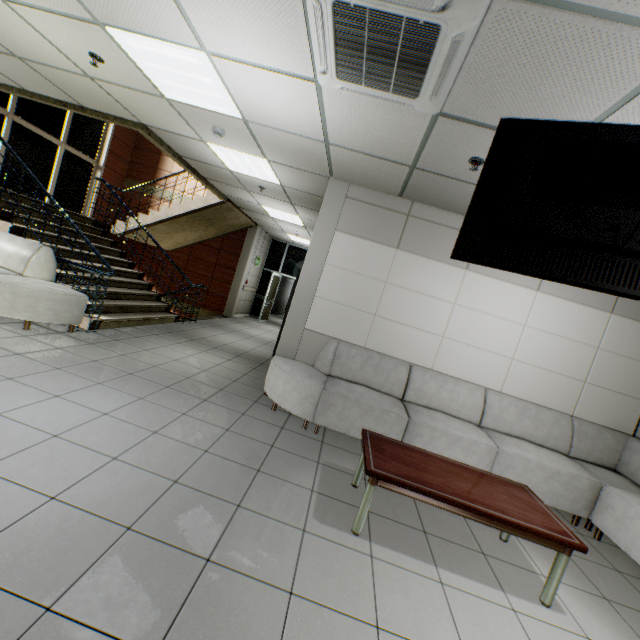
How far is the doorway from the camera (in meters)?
12.28

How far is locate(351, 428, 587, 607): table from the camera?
2.3 meters

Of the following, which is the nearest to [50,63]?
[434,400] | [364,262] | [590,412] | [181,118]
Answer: [181,118]

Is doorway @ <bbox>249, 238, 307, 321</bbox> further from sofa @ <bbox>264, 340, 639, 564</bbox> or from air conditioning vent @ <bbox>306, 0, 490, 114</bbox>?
air conditioning vent @ <bbox>306, 0, 490, 114</bbox>

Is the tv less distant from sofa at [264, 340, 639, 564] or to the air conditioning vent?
the air conditioning vent

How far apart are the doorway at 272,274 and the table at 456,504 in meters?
9.3

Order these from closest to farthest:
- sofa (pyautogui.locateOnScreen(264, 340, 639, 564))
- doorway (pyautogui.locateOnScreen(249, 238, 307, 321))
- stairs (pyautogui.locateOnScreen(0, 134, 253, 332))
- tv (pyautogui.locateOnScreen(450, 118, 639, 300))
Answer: tv (pyautogui.locateOnScreen(450, 118, 639, 300)) < sofa (pyautogui.locateOnScreen(264, 340, 639, 564)) < stairs (pyautogui.locateOnScreen(0, 134, 253, 332)) < doorway (pyautogui.locateOnScreen(249, 238, 307, 321))

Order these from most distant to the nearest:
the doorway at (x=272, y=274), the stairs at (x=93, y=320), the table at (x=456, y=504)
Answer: the doorway at (x=272, y=274) < the stairs at (x=93, y=320) < the table at (x=456, y=504)
